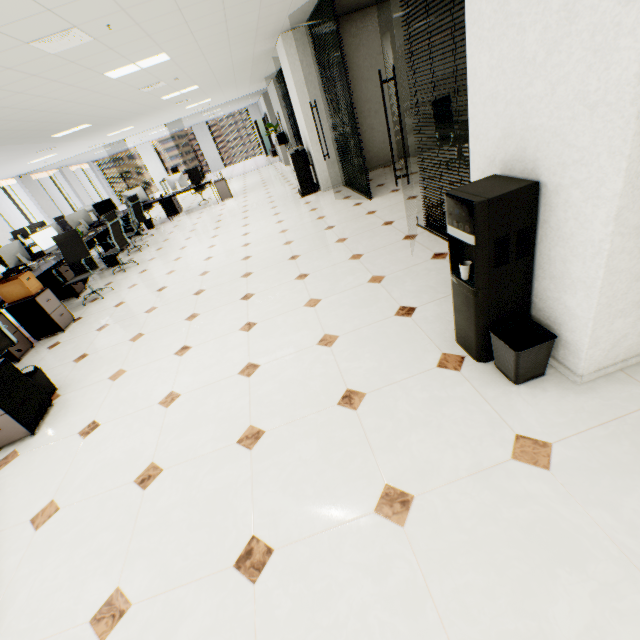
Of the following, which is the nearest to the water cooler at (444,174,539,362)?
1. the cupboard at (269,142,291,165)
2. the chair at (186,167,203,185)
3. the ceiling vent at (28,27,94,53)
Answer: the ceiling vent at (28,27,94,53)

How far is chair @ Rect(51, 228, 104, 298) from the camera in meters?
5.7 m

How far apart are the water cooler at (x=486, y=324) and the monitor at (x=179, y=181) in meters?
10.4 m

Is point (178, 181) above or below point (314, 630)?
above

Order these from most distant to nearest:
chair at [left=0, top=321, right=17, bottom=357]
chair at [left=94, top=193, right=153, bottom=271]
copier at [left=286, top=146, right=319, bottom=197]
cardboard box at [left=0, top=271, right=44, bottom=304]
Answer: copier at [left=286, top=146, right=319, bottom=197]
chair at [left=94, top=193, right=153, bottom=271]
cardboard box at [left=0, top=271, right=44, bottom=304]
chair at [left=0, top=321, right=17, bottom=357]

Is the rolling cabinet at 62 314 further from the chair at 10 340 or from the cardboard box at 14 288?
the chair at 10 340

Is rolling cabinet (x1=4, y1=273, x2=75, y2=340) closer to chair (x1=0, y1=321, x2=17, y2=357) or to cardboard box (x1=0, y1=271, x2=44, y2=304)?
cardboard box (x1=0, y1=271, x2=44, y2=304)

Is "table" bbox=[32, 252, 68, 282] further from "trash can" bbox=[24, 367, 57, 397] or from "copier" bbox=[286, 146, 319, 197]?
"copier" bbox=[286, 146, 319, 197]
